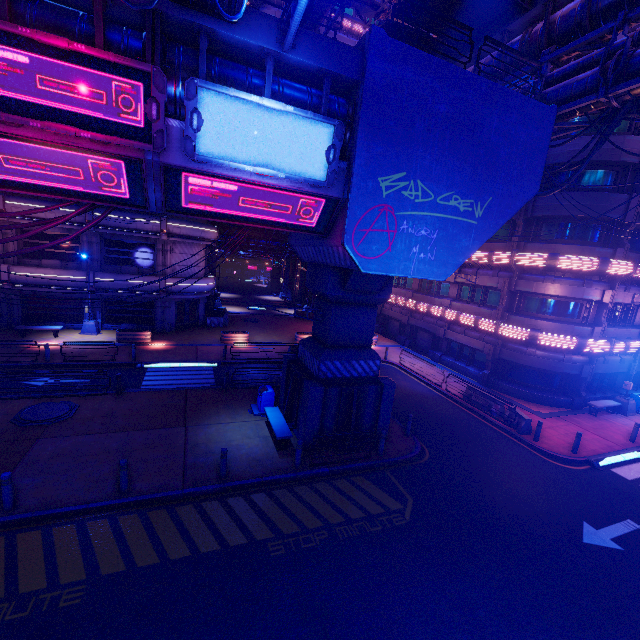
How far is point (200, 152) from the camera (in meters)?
7.39

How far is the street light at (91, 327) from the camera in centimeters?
2394cm

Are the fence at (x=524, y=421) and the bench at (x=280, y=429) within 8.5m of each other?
no

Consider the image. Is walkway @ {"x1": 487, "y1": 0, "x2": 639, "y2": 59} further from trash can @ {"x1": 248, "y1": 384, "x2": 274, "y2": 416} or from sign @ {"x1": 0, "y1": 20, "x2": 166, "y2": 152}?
trash can @ {"x1": 248, "y1": 384, "x2": 274, "y2": 416}

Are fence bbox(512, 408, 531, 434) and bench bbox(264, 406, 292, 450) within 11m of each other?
no

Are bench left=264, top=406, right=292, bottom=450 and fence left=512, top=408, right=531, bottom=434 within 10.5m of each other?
no

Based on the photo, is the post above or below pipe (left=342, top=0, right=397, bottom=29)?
below

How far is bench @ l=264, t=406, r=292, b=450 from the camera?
12.5m
